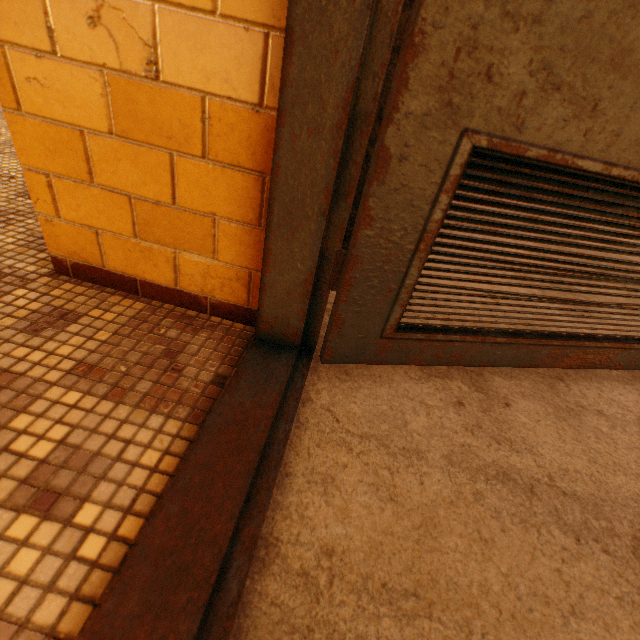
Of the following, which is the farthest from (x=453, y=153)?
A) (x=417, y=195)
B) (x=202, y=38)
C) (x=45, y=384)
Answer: (x=45, y=384)
